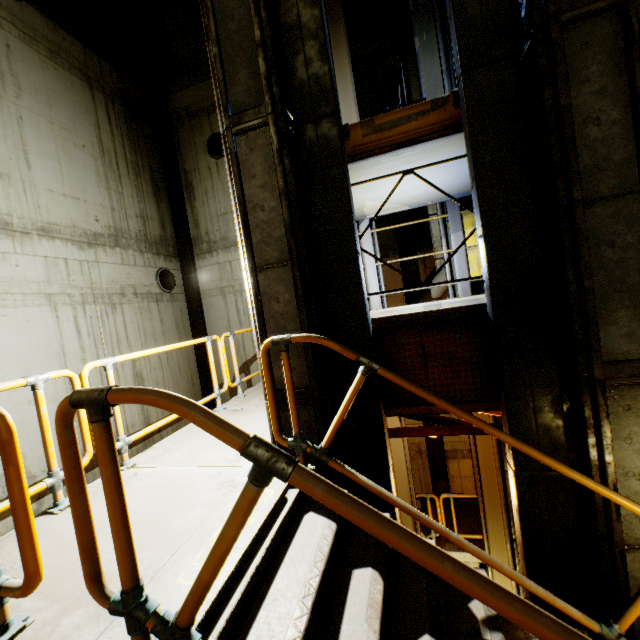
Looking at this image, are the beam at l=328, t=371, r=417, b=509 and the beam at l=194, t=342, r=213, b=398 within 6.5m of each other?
yes

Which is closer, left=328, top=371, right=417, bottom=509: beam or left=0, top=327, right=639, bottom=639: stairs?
left=0, top=327, right=639, bottom=639: stairs

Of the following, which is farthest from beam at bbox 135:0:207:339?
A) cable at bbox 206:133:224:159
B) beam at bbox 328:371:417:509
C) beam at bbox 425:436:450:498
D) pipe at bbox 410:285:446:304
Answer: pipe at bbox 410:285:446:304

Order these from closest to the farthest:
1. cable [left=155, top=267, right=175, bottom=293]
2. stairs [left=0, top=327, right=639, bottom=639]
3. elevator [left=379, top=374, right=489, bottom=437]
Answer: stairs [left=0, top=327, right=639, bottom=639], elevator [left=379, top=374, right=489, bottom=437], cable [left=155, top=267, right=175, bottom=293]

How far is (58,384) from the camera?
7.0m

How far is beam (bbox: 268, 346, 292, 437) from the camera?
3.5 meters

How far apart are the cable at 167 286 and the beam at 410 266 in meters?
7.3

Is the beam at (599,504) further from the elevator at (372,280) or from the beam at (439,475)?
the beam at (439,475)
